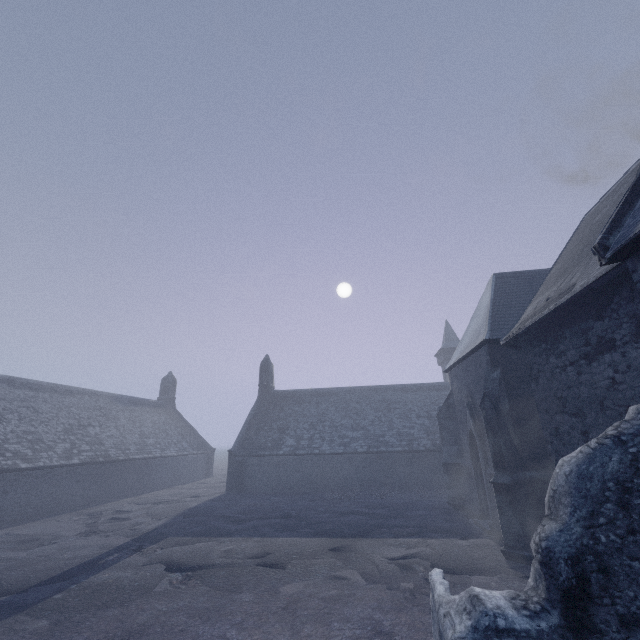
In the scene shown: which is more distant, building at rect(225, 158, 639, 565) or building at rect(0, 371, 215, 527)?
building at rect(0, 371, 215, 527)

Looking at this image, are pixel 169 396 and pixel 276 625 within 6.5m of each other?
no

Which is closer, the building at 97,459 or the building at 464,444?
the building at 464,444
